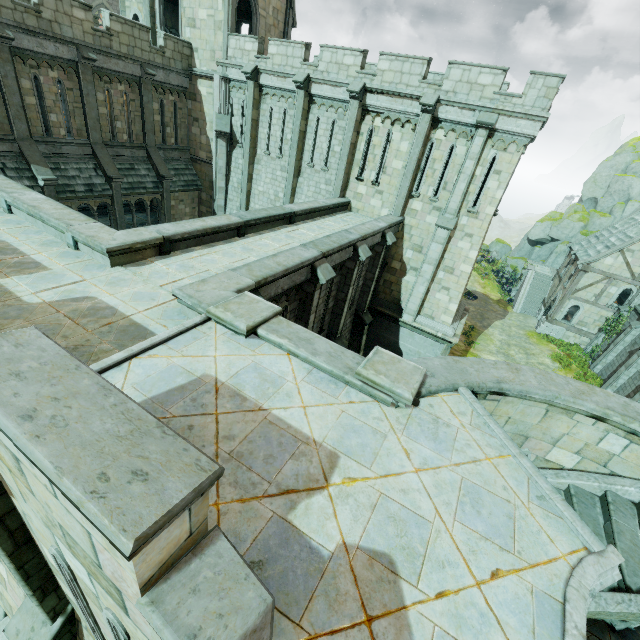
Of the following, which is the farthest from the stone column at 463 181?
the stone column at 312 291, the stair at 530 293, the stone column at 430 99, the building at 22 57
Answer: the stair at 530 293

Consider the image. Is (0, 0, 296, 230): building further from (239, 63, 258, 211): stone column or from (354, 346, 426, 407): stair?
(354, 346, 426, 407): stair

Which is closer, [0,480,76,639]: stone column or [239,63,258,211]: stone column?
[0,480,76,639]: stone column

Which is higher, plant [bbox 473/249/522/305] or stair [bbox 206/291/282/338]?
stair [bbox 206/291/282/338]

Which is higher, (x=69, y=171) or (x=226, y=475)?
(x=226, y=475)

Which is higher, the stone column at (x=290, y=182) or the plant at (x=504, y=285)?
the stone column at (x=290, y=182)

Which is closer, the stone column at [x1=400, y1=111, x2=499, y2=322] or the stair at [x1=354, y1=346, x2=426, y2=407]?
the stair at [x1=354, y1=346, x2=426, y2=407]

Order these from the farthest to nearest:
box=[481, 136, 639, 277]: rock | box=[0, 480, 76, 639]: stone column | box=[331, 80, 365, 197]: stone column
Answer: box=[481, 136, 639, 277]: rock, box=[331, 80, 365, 197]: stone column, box=[0, 480, 76, 639]: stone column
